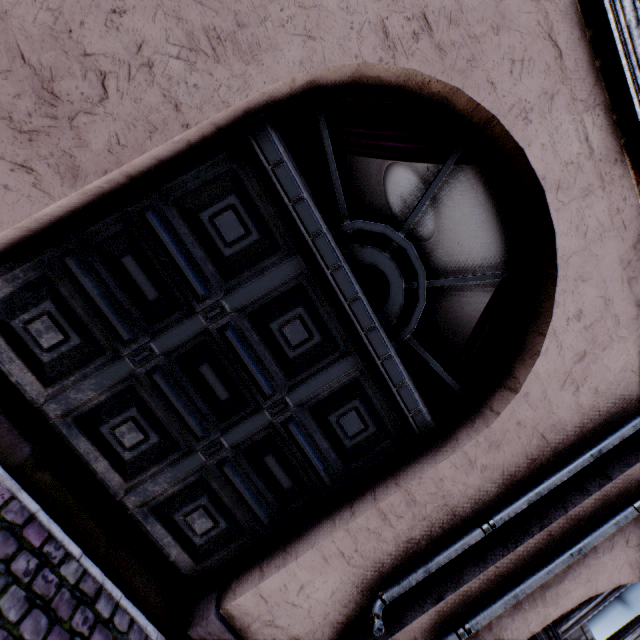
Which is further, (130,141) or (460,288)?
(460,288)
